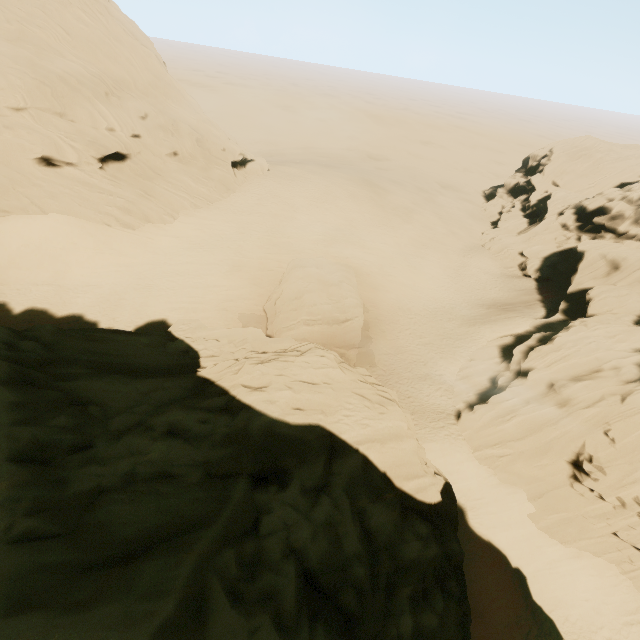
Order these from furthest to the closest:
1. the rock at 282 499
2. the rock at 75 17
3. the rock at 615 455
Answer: the rock at 75 17, the rock at 615 455, the rock at 282 499

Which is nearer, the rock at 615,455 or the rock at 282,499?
the rock at 282,499

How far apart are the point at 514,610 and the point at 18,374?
28.4 meters

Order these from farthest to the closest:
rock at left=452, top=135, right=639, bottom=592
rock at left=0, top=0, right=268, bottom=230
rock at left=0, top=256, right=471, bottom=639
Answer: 1. rock at left=0, top=0, right=268, bottom=230
2. rock at left=452, top=135, right=639, bottom=592
3. rock at left=0, top=256, right=471, bottom=639

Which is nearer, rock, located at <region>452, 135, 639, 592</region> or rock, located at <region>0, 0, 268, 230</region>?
rock, located at <region>452, 135, 639, 592</region>
